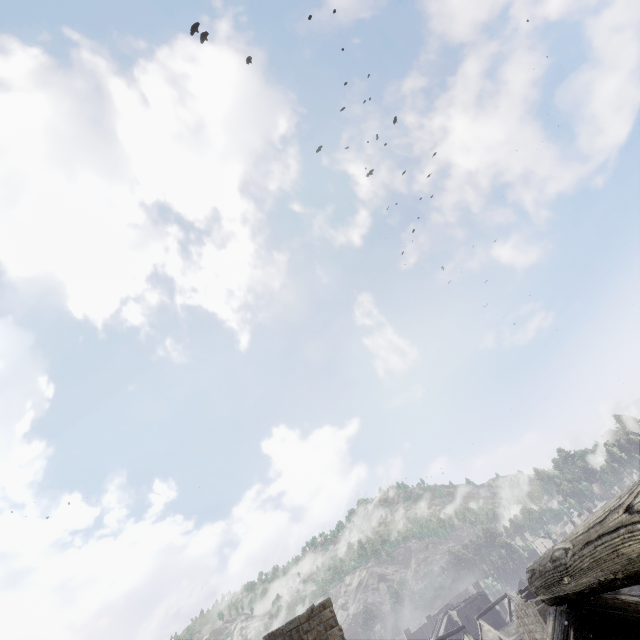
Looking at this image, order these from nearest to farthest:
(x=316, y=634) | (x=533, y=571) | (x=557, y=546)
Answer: (x=557, y=546) → (x=533, y=571) → (x=316, y=634)

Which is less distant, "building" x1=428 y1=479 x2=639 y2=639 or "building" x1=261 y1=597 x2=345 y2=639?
"building" x1=428 y1=479 x2=639 y2=639

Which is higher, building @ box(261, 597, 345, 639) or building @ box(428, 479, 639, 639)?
building @ box(261, 597, 345, 639)

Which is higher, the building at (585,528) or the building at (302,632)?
the building at (302,632)

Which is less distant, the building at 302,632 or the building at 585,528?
the building at 585,528
